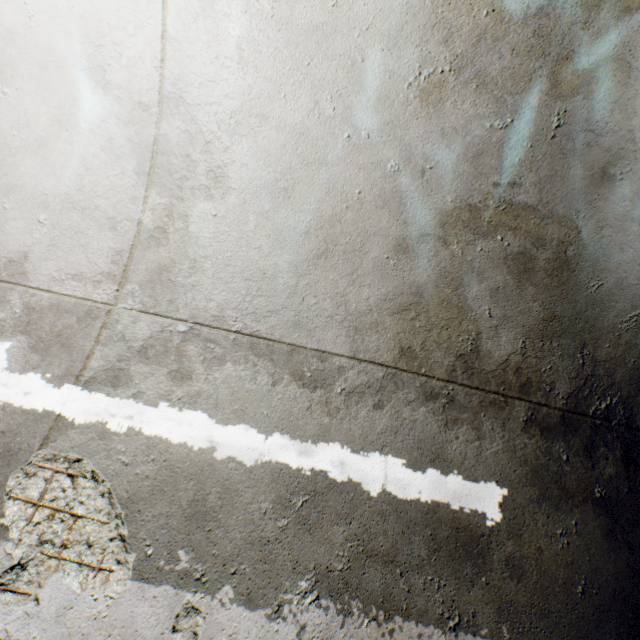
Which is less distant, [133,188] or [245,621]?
[245,621]
